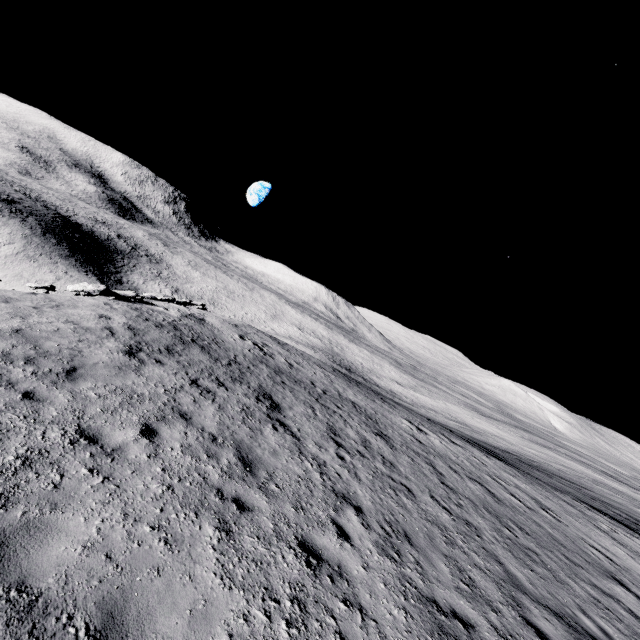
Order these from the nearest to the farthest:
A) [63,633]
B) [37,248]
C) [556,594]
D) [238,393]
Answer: [63,633], [556,594], [238,393], [37,248]
